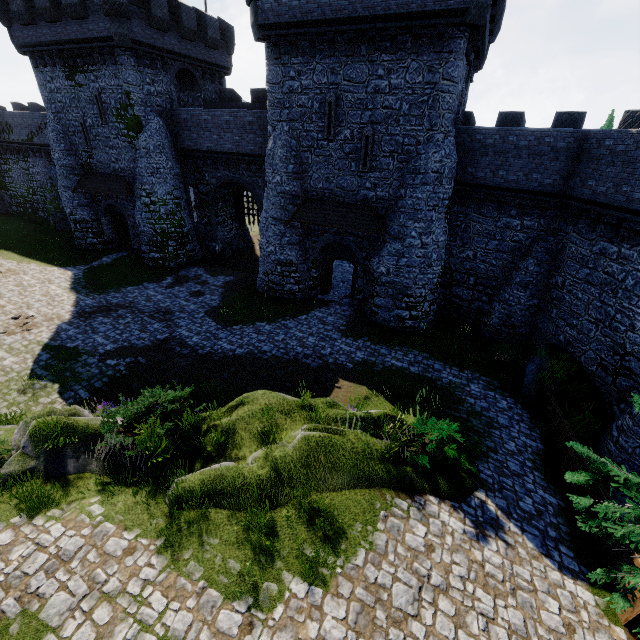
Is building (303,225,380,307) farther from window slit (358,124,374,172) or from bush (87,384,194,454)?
bush (87,384,194,454)

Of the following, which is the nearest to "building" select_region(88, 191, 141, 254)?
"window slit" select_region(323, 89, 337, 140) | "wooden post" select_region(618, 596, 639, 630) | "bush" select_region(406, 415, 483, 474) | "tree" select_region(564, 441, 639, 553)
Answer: "window slit" select_region(323, 89, 337, 140)

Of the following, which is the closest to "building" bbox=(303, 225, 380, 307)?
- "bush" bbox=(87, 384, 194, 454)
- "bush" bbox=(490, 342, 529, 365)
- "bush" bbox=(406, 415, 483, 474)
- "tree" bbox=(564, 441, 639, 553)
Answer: "bush" bbox=(490, 342, 529, 365)

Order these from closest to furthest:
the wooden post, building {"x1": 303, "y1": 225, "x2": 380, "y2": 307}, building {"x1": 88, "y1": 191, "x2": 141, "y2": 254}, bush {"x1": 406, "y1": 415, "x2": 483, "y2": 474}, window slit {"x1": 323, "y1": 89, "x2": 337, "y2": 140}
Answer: the wooden post, bush {"x1": 406, "y1": 415, "x2": 483, "y2": 474}, window slit {"x1": 323, "y1": 89, "x2": 337, "y2": 140}, building {"x1": 303, "y1": 225, "x2": 380, "y2": 307}, building {"x1": 88, "y1": 191, "x2": 141, "y2": 254}

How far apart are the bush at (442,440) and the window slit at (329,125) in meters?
14.9 m

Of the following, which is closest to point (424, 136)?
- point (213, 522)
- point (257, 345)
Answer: point (257, 345)

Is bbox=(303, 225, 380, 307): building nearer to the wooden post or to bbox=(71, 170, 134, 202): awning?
bbox=(71, 170, 134, 202): awning

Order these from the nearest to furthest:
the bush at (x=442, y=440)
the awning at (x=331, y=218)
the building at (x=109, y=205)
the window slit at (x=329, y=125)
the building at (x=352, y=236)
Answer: the bush at (x=442, y=440), the window slit at (x=329, y=125), the awning at (x=331, y=218), the building at (x=352, y=236), the building at (x=109, y=205)
